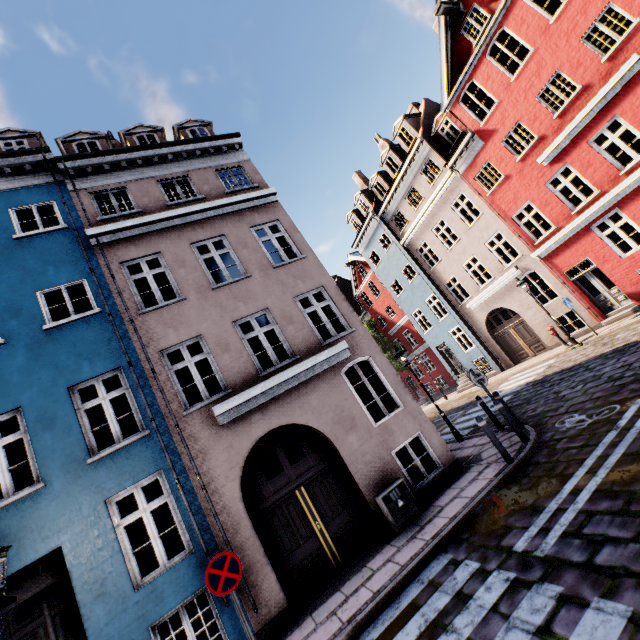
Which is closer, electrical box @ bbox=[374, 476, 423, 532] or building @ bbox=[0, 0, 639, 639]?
building @ bbox=[0, 0, 639, 639]

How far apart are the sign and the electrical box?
3.4m

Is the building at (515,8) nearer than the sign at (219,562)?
No

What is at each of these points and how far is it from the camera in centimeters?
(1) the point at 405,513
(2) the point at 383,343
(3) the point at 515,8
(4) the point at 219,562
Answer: (1) electrical box, 725cm
(2) tree, 3244cm
(3) building, 1284cm
(4) sign, 500cm

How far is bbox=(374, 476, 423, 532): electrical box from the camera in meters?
7.2

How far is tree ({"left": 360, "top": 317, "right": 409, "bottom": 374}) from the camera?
29.6m

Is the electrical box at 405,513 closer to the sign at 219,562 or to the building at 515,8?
the building at 515,8

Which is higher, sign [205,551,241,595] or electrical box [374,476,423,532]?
sign [205,551,241,595]
